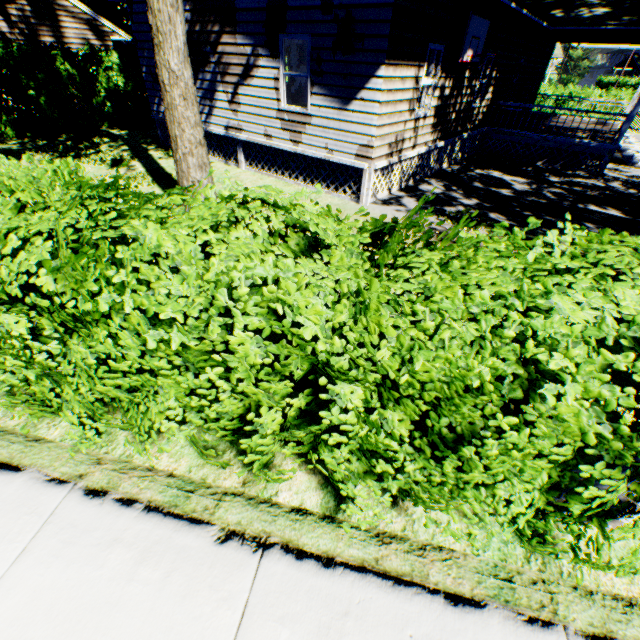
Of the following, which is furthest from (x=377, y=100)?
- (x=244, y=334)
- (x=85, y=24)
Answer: (x=85, y=24)

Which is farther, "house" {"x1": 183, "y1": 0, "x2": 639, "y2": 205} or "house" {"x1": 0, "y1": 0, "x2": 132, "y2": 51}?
"house" {"x1": 0, "y1": 0, "x2": 132, "y2": 51}

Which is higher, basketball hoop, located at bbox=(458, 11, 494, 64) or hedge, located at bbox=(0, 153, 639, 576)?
basketball hoop, located at bbox=(458, 11, 494, 64)

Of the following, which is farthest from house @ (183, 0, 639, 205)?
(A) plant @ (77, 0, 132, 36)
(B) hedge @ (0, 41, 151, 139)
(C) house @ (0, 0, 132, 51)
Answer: (A) plant @ (77, 0, 132, 36)

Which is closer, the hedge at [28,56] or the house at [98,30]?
the hedge at [28,56]

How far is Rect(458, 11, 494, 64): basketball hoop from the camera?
8.6 meters

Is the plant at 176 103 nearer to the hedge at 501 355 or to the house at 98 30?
the hedge at 501 355

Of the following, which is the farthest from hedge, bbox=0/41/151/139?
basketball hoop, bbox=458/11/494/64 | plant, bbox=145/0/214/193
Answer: basketball hoop, bbox=458/11/494/64
